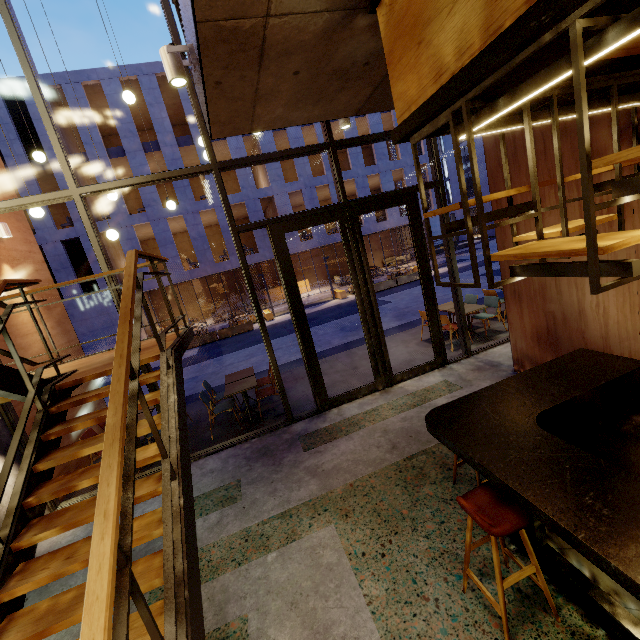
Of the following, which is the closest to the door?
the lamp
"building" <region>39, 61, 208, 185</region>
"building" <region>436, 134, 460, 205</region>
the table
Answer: the table

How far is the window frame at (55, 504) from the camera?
5.1m

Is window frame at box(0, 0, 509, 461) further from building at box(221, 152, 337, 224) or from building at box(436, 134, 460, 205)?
building at box(436, 134, 460, 205)

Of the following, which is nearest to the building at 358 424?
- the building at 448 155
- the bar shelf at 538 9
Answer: the bar shelf at 538 9

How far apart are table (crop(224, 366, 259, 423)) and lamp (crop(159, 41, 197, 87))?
4.8m

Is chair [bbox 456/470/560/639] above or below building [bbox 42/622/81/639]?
above

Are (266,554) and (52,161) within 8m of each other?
no

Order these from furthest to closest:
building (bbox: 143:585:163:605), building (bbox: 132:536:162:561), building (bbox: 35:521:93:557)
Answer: building (bbox: 35:521:93:557), building (bbox: 132:536:162:561), building (bbox: 143:585:163:605)
